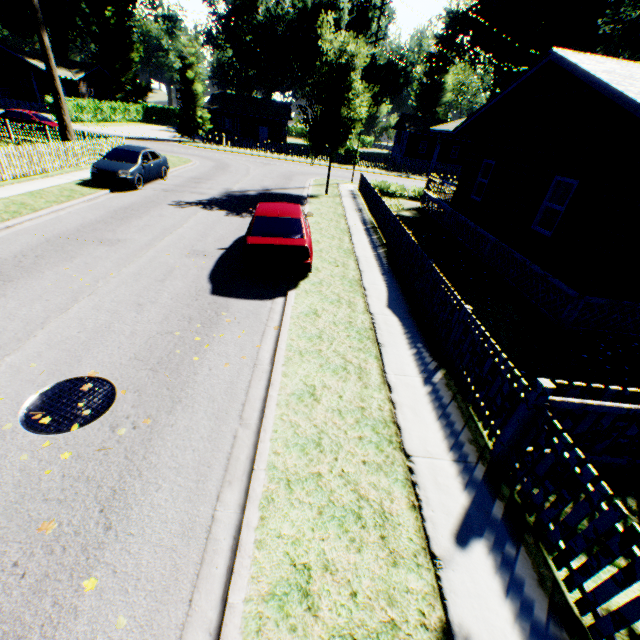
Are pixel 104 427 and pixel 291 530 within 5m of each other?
yes

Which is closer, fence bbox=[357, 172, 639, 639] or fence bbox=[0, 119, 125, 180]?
fence bbox=[357, 172, 639, 639]

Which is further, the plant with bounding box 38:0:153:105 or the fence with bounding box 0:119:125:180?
the plant with bounding box 38:0:153:105

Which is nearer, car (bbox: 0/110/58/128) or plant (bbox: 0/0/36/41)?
car (bbox: 0/110/58/128)

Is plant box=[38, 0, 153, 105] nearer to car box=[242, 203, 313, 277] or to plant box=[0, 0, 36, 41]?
plant box=[0, 0, 36, 41]

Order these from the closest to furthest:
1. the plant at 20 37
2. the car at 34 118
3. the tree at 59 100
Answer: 1. the tree at 59 100
2. the car at 34 118
3. the plant at 20 37

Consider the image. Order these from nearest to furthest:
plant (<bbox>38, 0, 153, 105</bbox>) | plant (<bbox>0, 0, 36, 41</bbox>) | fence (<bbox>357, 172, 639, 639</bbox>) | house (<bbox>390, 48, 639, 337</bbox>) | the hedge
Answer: fence (<bbox>357, 172, 639, 639</bbox>), house (<bbox>390, 48, 639, 337</bbox>), the hedge, plant (<bbox>0, 0, 36, 41</bbox>), plant (<bbox>38, 0, 153, 105</bbox>)

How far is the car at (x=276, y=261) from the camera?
8.27m
